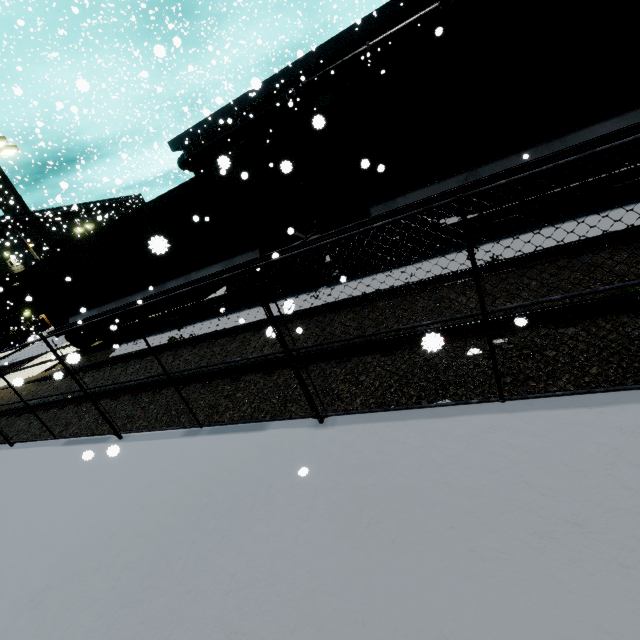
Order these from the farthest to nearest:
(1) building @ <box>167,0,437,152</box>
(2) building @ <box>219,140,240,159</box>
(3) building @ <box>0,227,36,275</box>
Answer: (3) building @ <box>0,227,36,275</box>
(2) building @ <box>219,140,240,159</box>
(1) building @ <box>167,0,437,152</box>

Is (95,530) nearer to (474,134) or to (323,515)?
(323,515)

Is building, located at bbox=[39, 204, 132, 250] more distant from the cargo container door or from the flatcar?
the cargo container door

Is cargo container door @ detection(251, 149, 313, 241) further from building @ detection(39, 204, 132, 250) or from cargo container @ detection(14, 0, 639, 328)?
building @ detection(39, 204, 132, 250)

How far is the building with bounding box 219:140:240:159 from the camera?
25.7m

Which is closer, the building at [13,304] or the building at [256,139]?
the building at [256,139]

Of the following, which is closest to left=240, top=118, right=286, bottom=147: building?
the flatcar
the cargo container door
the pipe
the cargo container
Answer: the pipe
